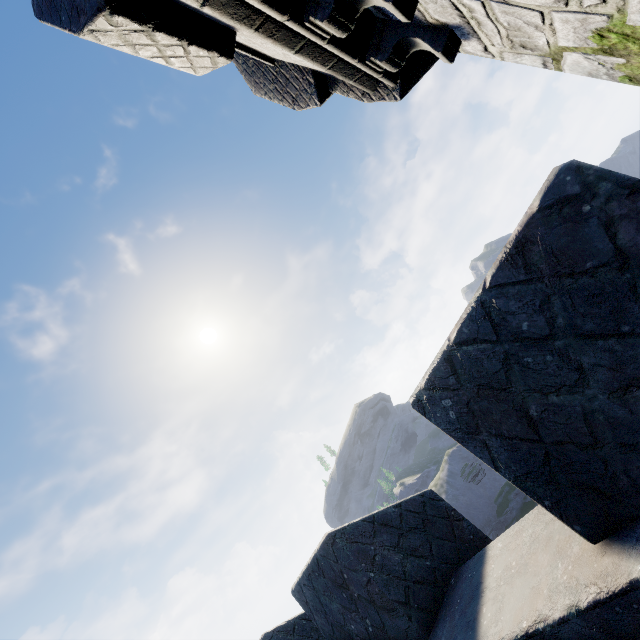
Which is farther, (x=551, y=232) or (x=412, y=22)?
(x=412, y=22)
